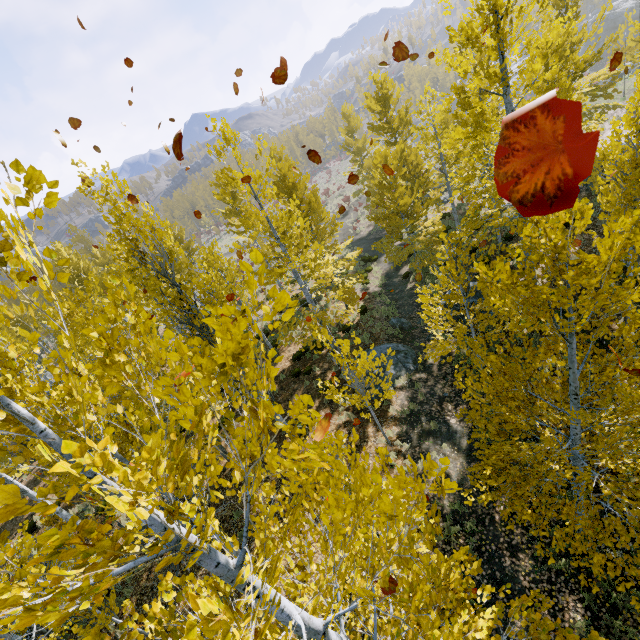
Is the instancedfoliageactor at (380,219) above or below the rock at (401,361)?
above

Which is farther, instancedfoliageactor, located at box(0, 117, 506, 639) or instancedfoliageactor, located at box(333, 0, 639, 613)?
instancedfoliageactor, located at box(333, 0, 639, 613)

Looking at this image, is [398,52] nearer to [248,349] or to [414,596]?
[248,349]

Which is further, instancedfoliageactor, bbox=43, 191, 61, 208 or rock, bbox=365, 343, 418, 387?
rock, bbox=365, 343, 418, 387

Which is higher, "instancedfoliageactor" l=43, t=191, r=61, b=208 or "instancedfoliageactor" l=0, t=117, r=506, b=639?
"instancedfoliageactor" l=43, t=191, r=61, b=208

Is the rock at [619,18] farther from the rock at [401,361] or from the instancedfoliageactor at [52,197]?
the rock at [401,361]

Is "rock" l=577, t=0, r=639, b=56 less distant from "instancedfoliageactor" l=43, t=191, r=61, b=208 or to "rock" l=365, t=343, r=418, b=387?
"instancedfoliageactor" l=43, t=191, r=61, b=208
